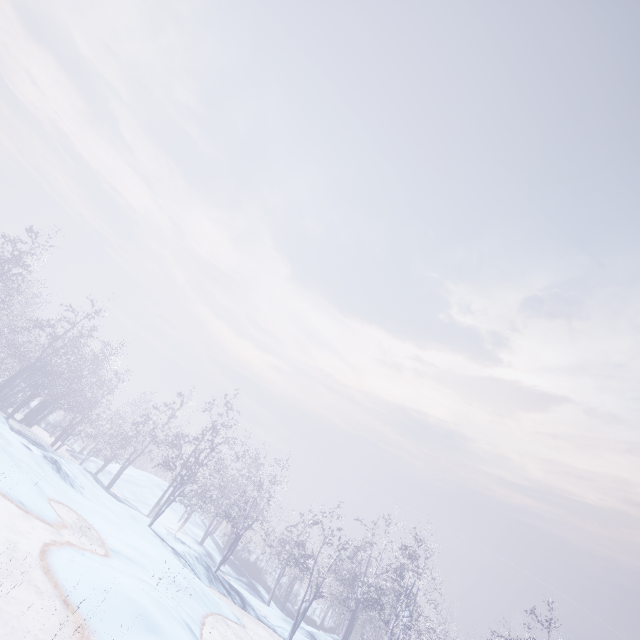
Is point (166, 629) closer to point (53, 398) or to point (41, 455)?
point (41, 455)
